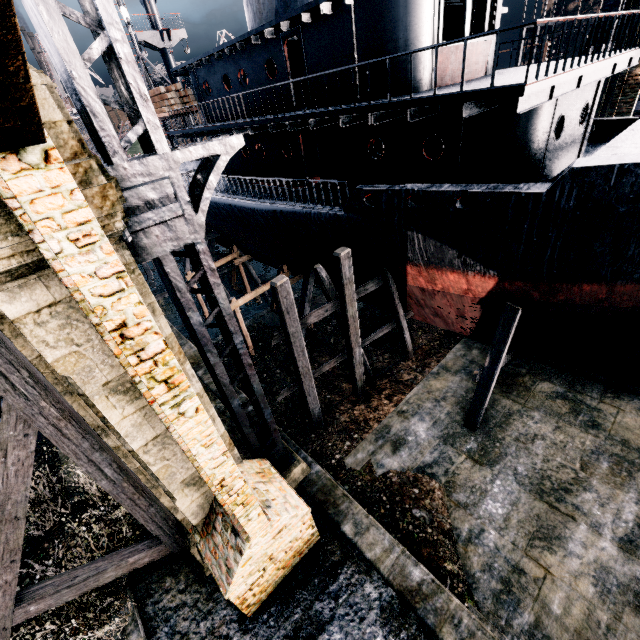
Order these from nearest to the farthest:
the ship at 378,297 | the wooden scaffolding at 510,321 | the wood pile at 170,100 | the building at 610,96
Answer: the wooden scaffolding at 510,321 < the ship at 378,297 < the building at 610,96 < the wood pile at 170,100

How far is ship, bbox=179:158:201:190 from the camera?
20.0 meters

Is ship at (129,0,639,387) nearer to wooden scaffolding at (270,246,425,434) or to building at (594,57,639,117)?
wooden scaffolding at (270,246,425,434)

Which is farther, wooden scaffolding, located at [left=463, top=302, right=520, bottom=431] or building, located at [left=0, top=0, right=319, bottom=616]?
wooden scaffolding, located at [left=463, top=302, right=520, bottom=431]

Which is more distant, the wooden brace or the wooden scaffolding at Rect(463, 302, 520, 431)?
the wooden scaffolding at Rect(463, 302, 520, 431)

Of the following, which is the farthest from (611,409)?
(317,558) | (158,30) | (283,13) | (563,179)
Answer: (158,30)

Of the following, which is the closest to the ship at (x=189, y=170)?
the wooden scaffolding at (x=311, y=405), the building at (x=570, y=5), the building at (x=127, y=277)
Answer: the wooden scaffolding at (x=311, y=405)
